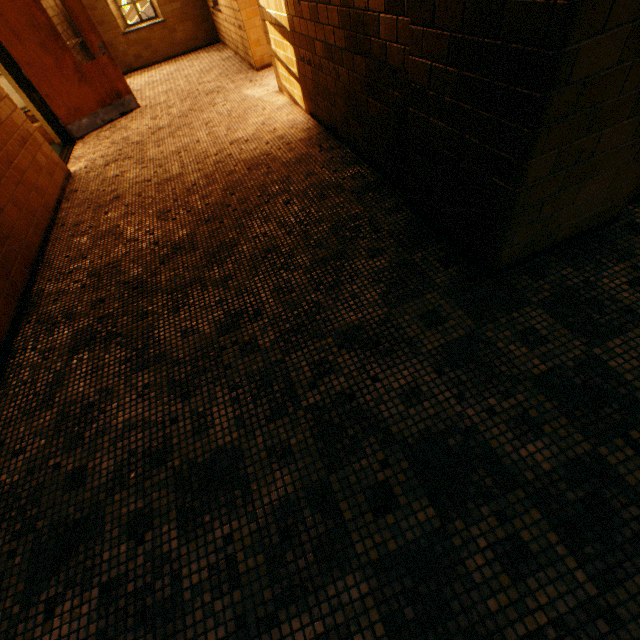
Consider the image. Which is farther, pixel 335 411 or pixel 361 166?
pixel 361 166
